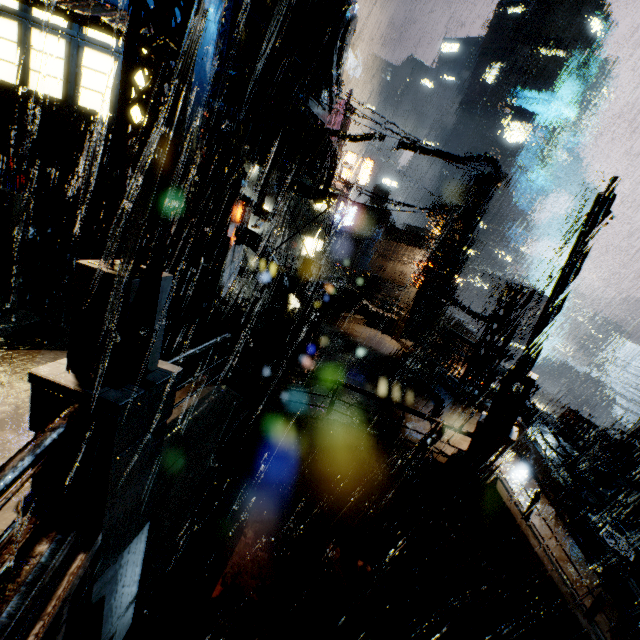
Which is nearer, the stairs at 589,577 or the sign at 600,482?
the stairs at 589,577

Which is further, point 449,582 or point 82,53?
point 82,53

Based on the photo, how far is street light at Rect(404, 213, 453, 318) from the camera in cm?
1790

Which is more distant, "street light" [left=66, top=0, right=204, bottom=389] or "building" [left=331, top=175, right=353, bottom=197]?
"building" [left=331, top=175, right=353, bottom=197]

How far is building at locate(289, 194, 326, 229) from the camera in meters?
35.1 m

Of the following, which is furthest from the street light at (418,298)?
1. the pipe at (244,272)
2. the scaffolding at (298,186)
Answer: the pipe at (244,272)

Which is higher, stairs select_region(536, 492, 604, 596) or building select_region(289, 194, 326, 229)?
building select_region(289, 194, 326, 229)

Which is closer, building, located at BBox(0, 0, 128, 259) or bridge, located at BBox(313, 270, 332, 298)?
building, located at BBox(0, 0, 128, 259)
